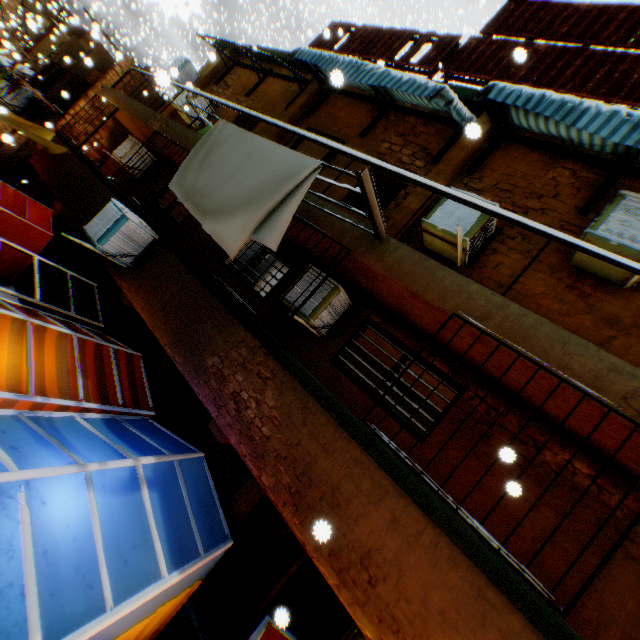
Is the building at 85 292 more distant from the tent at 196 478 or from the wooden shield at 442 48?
the wooden shield at 442 48

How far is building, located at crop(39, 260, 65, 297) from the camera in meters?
9.9 m

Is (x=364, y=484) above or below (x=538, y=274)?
below

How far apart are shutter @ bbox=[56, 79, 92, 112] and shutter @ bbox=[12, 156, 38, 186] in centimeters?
361cm

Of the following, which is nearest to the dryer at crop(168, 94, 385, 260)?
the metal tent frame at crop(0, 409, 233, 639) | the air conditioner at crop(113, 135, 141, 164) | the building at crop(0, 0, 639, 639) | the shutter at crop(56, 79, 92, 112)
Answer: the building at crop(0, 0, 639, 639)

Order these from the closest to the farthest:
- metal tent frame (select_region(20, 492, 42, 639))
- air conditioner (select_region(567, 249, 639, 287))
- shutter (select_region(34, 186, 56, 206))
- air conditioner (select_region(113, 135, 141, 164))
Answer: metal tent frame (select_region(20, 492, 42, 639))
air conditioner (select_region(567, 249, 639, 287))
air conditioner (select_region(113, 135, 141, 164))
shutter (select_region(34, 186, 56, 206))

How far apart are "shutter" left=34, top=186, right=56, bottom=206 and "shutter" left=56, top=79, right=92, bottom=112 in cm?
300

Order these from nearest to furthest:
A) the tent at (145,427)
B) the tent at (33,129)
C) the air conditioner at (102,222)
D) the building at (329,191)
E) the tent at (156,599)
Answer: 1. the tent at (156,599)
2. the tent at (145,427)
3. the air conditioner at (102,222)
4. the building at (329,191)
5. the tent at (33,129)
